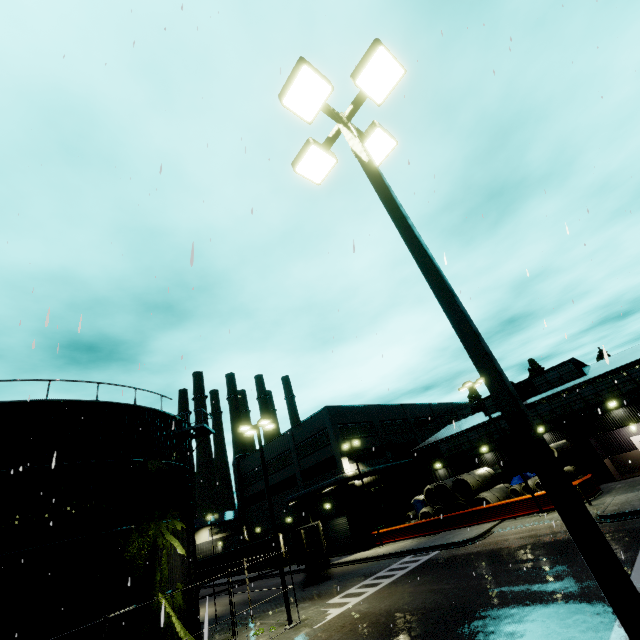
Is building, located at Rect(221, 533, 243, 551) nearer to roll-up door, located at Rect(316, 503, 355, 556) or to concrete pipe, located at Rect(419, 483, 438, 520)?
roll-up door, located at Rect(316, 503, 355, 556)

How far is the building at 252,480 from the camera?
46.0m

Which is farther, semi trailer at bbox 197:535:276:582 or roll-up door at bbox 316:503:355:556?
semi trailer at bbox 197:535:276:582

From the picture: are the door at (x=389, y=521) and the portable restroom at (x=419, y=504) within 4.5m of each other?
yes

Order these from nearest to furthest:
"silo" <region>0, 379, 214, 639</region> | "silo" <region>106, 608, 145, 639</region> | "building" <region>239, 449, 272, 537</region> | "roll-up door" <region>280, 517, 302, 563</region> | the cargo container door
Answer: "silo" <region>0, 379, 214, 639</region>
"silo" <region>106, 608, 145, 639</region>
the cargo container door
"roll-up door" <region>280, 517, 302, 563</region>
"building" <region>239, 449, 272, 537</region>

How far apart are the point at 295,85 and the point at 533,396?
39.1m

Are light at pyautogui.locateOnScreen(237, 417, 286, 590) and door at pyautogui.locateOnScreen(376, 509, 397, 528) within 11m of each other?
no

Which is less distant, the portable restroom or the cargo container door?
the cargo container door
